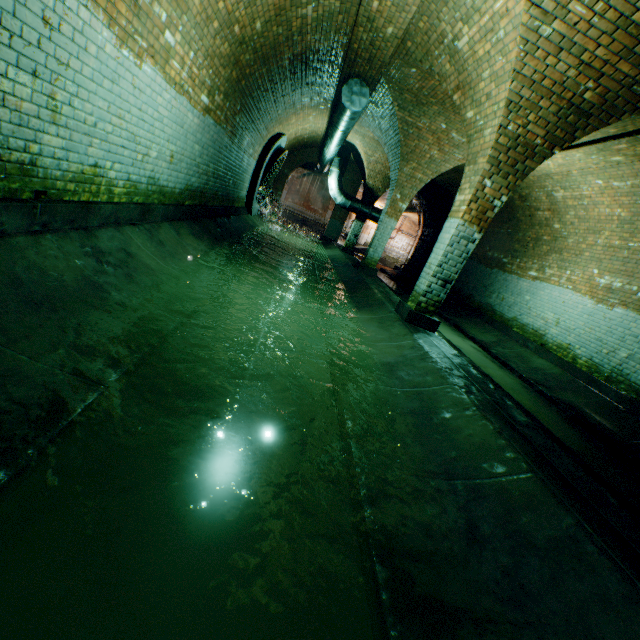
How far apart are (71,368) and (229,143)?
7.3m

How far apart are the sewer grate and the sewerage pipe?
0.0m

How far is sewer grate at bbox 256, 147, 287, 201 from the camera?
12.09m

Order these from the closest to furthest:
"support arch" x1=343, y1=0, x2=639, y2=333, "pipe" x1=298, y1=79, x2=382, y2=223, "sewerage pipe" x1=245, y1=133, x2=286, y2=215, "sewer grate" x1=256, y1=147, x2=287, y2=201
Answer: "support arch" x1=343, y1=0, x2=639, y2=333, "pipe" x1=298, y1=79, x2=382, y2=223, "sewerage pipe" x1=245, y1=133, x2=286, y2=215, "sewer grate" x1=256, y1=147, x2=287, y2=201

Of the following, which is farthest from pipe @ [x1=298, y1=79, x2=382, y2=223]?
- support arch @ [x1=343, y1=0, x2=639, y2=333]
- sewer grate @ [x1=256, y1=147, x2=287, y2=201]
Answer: sewer grate @ [x1=256, y1=147, x2=287, y2=201]

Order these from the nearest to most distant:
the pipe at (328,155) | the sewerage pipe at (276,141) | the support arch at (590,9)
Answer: the support arch at (590,9)
the pipe at (328,155)
the sewerage pipe at (276,141)

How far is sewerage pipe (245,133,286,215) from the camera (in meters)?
11.59

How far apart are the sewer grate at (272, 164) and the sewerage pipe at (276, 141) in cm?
1
